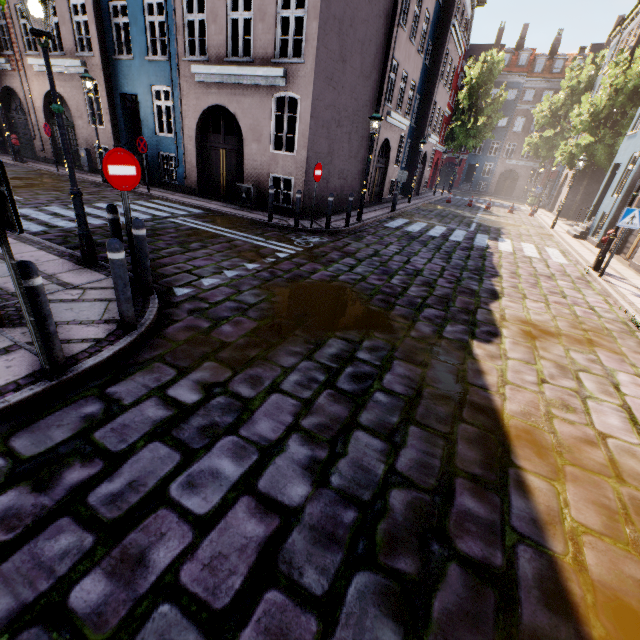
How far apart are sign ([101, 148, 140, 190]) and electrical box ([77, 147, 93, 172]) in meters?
15.1 m

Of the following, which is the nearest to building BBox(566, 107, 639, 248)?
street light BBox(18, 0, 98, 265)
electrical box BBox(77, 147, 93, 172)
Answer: electrical box BBox(77, 147, 93, 172)

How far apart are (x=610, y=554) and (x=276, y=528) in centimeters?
245cm

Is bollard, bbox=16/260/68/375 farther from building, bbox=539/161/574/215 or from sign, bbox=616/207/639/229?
sign, bbox=616/207/639/229

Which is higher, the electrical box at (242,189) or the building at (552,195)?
the building at (552,195)

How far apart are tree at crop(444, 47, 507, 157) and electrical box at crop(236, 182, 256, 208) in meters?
33.1 m

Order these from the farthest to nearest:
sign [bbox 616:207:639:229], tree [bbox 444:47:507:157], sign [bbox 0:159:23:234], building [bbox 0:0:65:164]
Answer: tree [bbox 444:47:507:157] → building [bbox 0:0:65:164] → sign [bbox 616:207:639:229] → sign [bbox 0:159:23:234]

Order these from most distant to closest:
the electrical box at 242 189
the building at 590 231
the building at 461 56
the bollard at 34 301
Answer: the building at 590 231 → the electrical box at 242 189 → the building at 461 56 → the bollard at 34 301
